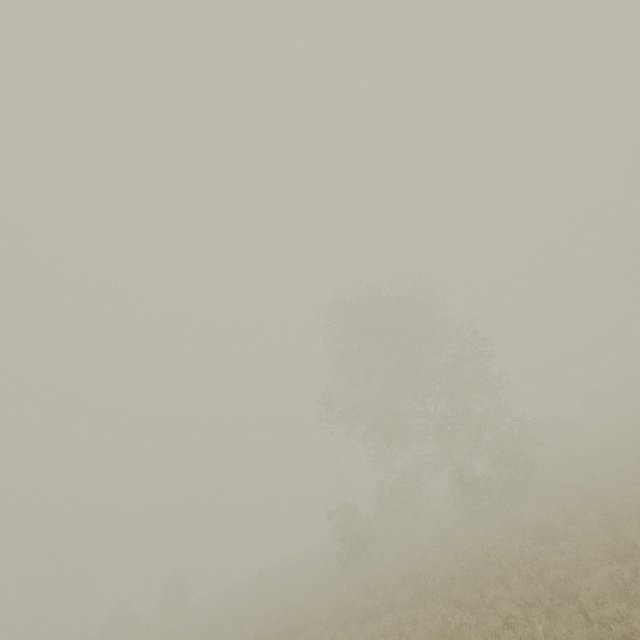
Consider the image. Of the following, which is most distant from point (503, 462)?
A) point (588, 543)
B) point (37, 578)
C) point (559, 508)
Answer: point (37, 578)
